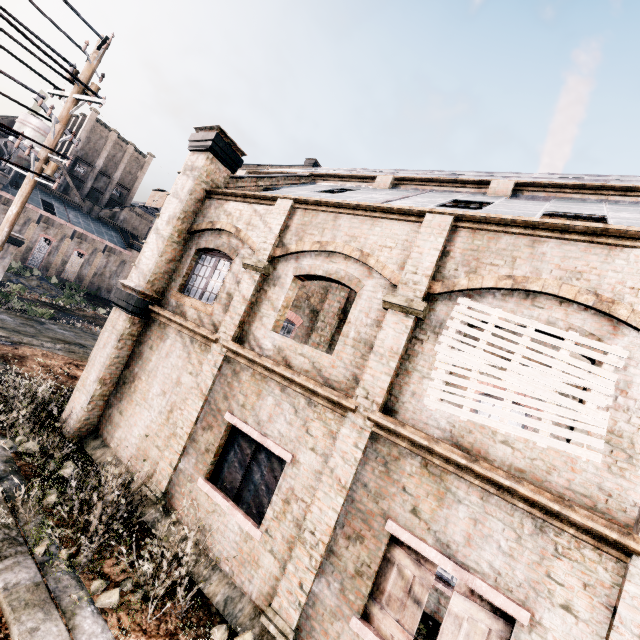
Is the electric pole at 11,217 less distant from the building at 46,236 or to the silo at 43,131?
the building at 46,236

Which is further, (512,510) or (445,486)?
(445,486)

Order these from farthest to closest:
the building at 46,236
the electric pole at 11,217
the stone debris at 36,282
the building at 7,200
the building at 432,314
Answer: the building at 46,236, the building at 7,200, the stone debris at 36,282, the electric pole at 11,217, the building at 432,314

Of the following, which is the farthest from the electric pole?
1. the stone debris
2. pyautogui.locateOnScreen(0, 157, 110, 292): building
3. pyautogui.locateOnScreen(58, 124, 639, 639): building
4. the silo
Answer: the silo

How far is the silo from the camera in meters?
50.0

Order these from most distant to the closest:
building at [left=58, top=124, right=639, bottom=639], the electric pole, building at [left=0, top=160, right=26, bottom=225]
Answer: building at [left=0, top=160, right=26, bottom=225], the electric pole, building at [left=58, top=124, right=639, bottom=639]

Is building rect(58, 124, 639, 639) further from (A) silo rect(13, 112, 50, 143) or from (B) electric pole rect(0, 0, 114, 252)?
(A) silo rect(13, 112, 50, 143)

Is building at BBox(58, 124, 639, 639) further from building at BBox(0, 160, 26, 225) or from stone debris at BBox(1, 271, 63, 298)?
stone debris at BBox(1, 271, 63, 298)
